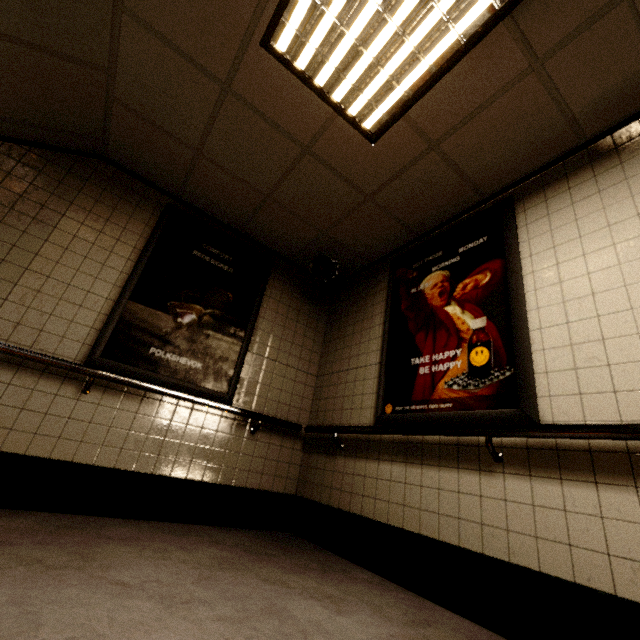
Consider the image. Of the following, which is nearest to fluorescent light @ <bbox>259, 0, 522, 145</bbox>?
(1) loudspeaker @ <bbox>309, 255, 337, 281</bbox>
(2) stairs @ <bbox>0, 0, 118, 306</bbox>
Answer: (2) stairs @ <bbox>0, 0, 118, 306</bbox>

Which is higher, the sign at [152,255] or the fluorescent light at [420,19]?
the fluorescent light at [420,19]

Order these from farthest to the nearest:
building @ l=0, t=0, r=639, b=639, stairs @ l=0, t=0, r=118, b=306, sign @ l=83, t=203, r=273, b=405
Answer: sign @ l=83, t=203, r=273, b=405 < stairs @ l=0, t=0, r=118, b=306 < building @ l=0, t=0, r=639, b=639

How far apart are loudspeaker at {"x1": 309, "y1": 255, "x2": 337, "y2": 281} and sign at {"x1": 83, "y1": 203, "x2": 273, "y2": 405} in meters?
0.5

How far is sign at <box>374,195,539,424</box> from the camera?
2.1m

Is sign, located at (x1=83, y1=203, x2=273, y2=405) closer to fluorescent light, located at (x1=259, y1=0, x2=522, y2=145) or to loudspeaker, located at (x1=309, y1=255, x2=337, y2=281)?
loudspeaker, located at (x1=309, y1=255, x2=337, y2=281)

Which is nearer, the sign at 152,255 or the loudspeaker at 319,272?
the sign at 152,255

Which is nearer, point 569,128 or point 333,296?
point 569,128
